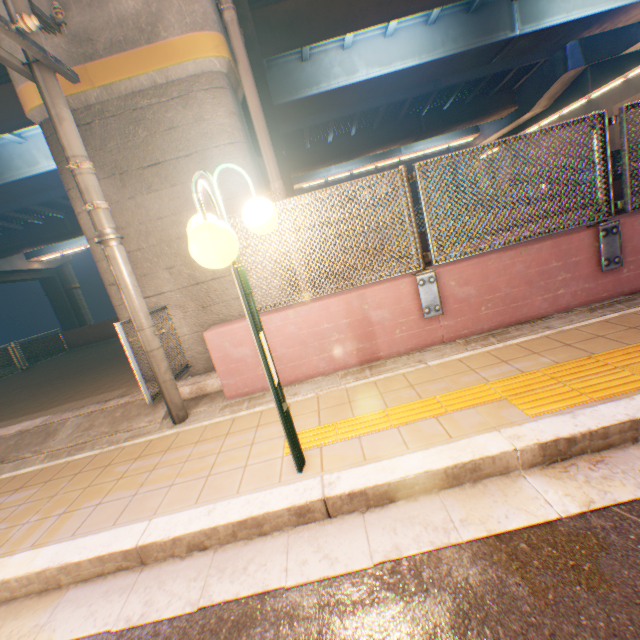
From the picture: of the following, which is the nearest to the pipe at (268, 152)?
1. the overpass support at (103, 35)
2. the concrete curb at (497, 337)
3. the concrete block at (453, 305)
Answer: the overpass support at (103, 35)

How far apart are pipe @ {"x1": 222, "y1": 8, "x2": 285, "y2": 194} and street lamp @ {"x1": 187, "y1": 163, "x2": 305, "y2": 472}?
3.2m

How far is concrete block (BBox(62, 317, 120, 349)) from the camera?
14.9 meters

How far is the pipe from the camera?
5.1 meters

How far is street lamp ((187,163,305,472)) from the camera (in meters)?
1.77

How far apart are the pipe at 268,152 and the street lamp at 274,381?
3.16m

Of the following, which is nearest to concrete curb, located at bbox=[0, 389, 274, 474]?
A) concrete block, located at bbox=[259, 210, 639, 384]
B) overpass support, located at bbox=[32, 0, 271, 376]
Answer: concrete block, located at bbox=[259, 210, 639, 384]

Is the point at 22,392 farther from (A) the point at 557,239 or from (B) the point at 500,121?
(B) the point at 500,121
